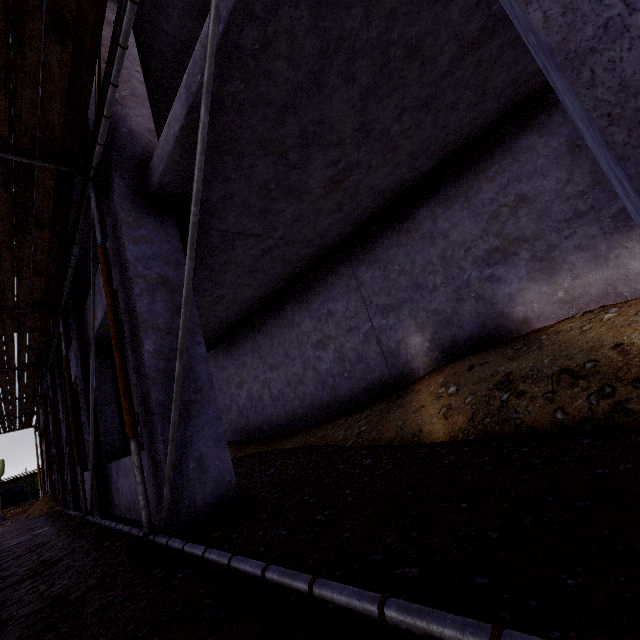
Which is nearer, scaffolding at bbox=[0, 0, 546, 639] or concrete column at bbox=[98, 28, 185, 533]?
scaffolding at bbox=[0, 0, 546, 639]

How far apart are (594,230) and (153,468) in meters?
5.6 m

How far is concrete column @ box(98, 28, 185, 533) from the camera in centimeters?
313cm

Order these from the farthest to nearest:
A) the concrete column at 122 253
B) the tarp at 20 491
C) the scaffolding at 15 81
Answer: the tarp at 20 491, the concrete column at 122 253, the scaffolding at 15 81

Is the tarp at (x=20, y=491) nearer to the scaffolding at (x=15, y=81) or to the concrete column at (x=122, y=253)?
the scaffolding at (x=15, y=81)

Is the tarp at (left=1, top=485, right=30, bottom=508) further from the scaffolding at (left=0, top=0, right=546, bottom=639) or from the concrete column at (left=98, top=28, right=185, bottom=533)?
the concrete column at (left=98, top=28, right=185, bottom=533)
